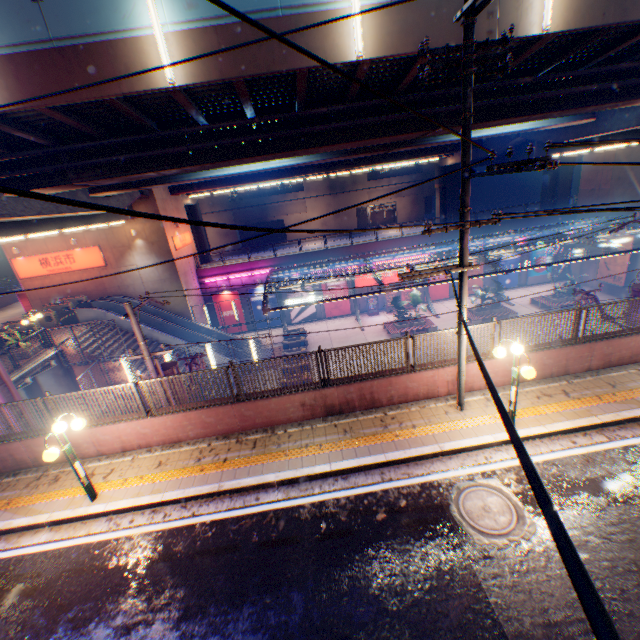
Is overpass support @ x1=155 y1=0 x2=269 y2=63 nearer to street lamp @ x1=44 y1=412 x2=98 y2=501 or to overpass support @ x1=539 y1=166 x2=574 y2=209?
overpass support @ x1=539 y1=166 x2=574 y2=209

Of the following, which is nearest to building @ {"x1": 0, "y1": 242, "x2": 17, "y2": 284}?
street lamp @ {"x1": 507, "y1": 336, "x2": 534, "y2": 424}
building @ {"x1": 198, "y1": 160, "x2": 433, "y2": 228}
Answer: building @ {"x1": 198, "y1": 160, "x2": 433, "y2": 228}

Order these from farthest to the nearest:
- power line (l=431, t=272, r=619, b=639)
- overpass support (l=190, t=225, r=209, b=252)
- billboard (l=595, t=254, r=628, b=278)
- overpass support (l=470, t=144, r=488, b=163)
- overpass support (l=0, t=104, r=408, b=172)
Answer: overpass support (l=190, t=225, r=209, b=252) → overpass support (l=470, t=144, r=488, b=163) → billboard (l=595, t=254, r=628, b=278) → overpass support (l=0, t=104, r=408, b=172) → power line (l=431, t=272, r=619, b=639)

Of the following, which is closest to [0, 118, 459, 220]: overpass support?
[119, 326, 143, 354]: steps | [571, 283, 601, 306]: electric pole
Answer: [571, 283, 601, 306]: electric pole

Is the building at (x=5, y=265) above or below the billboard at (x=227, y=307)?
above

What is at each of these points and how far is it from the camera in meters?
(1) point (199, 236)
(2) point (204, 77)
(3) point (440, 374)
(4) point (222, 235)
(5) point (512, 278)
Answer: (1) overpass support, 38.3
(2) overpass support, 8.3
(3) concrete block, 9.4
(4) building, 49.2
(5) billboard, 33.3

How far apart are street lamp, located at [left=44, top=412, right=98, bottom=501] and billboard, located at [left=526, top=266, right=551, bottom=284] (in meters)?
37.59

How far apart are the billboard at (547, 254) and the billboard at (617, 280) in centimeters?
401cm
